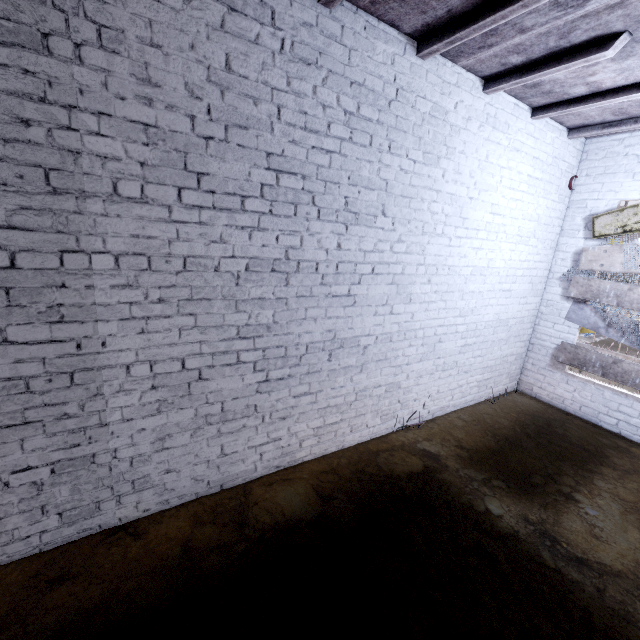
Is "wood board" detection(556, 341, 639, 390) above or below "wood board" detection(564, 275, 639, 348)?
below

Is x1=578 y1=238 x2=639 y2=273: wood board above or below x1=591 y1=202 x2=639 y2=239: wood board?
below

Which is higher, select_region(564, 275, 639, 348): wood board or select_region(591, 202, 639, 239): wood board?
select_region(591, 202, 639, 239): wood board

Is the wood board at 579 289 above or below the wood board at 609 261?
below

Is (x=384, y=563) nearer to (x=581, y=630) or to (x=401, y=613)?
(x=401, y=613)
